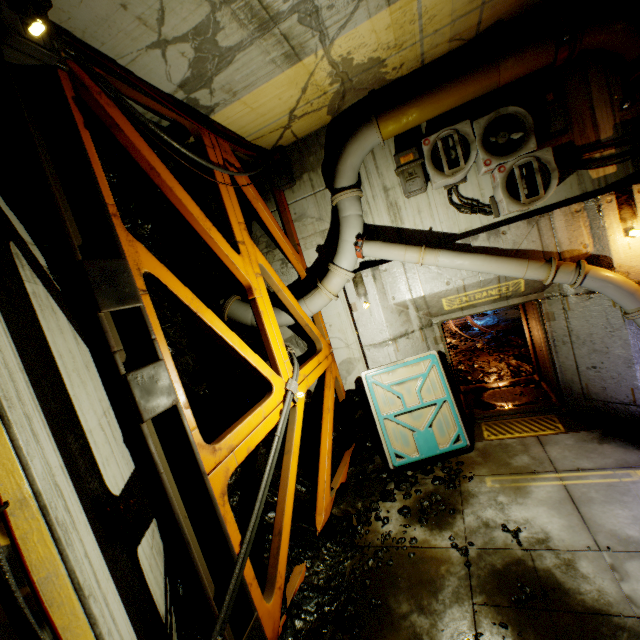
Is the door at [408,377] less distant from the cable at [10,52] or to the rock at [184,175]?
the rock at [184,175]

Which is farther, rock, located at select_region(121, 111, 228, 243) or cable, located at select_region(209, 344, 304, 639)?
rock, located at select_region(121, 111, 228, 243)

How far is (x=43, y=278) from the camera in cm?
355

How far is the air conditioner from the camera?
5.2m

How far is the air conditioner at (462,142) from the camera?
5.16m

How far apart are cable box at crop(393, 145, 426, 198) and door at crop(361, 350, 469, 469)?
3.13m

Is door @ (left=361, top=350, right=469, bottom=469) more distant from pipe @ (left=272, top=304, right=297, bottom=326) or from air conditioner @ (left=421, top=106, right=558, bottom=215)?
air conditioner @ (left=421, top=106, right=558, bottom=215)

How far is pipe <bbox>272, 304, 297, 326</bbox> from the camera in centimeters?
688cm
